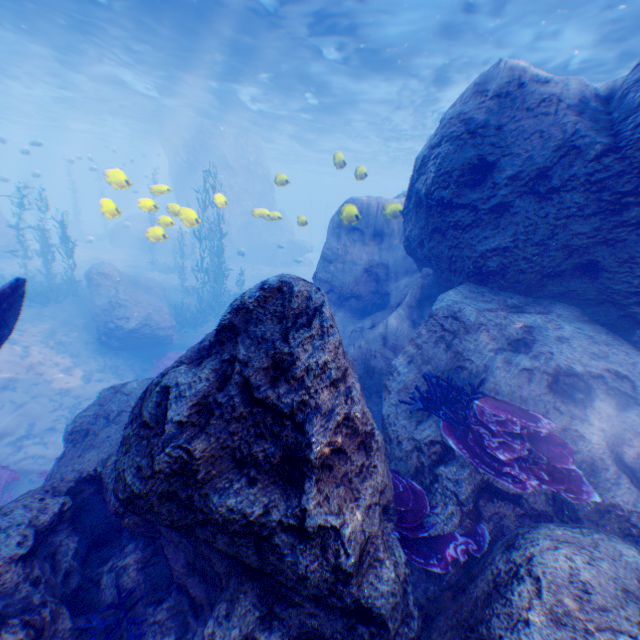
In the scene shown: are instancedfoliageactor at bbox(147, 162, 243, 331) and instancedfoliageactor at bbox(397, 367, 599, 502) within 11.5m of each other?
no

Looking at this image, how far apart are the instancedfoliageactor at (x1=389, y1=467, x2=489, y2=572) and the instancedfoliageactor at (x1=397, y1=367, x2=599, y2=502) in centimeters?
60cm

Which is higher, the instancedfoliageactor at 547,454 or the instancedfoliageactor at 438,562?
the instancedfoliageactor at 547,454

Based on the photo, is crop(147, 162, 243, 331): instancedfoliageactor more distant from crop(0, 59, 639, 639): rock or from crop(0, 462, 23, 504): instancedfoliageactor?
crop(0, 462, 23, 504): instancedfoliageactor

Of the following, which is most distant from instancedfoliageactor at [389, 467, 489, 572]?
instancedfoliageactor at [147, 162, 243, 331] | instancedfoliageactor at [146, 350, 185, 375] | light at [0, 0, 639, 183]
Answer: instancedfoliageactor at [147, 162, 243, 331]

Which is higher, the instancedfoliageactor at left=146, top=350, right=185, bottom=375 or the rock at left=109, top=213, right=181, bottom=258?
the rock at left=109, top=213, right=181, bottom=258

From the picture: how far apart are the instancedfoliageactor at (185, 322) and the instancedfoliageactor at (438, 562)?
16.5m

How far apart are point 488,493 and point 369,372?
4.0m
